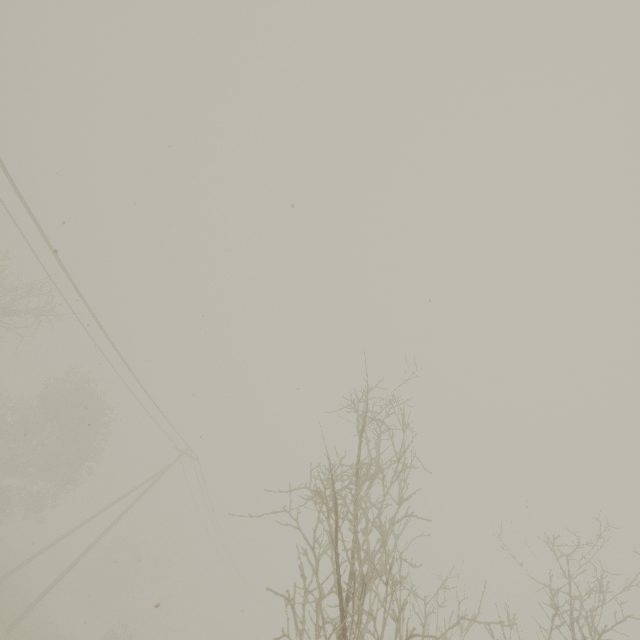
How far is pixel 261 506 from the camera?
12.7m
